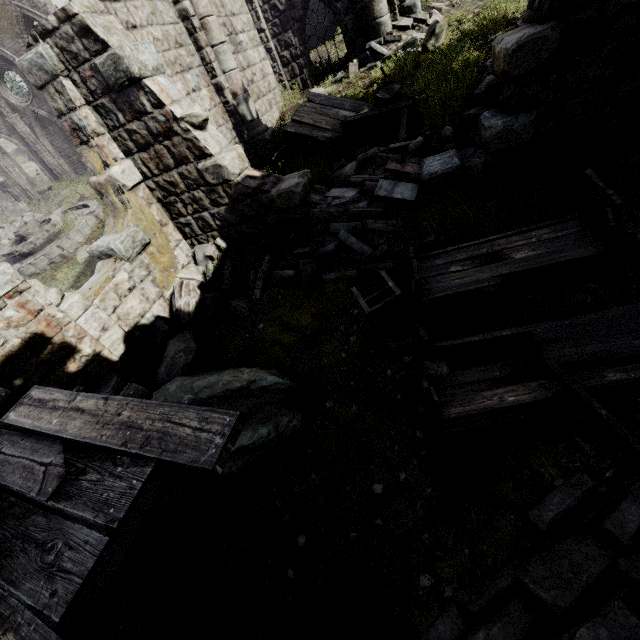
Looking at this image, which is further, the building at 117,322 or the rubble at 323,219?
the rubble at 323,219

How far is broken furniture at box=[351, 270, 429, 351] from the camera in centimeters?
438cm

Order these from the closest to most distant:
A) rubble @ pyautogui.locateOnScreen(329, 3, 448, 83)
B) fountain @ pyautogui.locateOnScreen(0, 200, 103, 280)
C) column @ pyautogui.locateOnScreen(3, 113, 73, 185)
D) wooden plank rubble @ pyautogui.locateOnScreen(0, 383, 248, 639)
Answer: wooden plank rubble @ pyautogui.locateOnScreen(0, 383, 248, 639) → rubble @ pyautogui.locateOnScreen(329, 3, 448, 83) → fountain @ pyautogui.locateOnScreen(0, 200, 103, 280) → column @ pyautogui.locateOnScreen(3, 113, 73, 185)

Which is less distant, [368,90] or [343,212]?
[343,212]

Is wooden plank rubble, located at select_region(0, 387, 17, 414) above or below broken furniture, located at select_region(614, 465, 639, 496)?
above

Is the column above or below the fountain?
above

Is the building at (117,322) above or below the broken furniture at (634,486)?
above

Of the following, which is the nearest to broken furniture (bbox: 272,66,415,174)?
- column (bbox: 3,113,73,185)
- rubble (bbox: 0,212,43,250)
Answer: rubble (bbox: 0,212,43,250)
